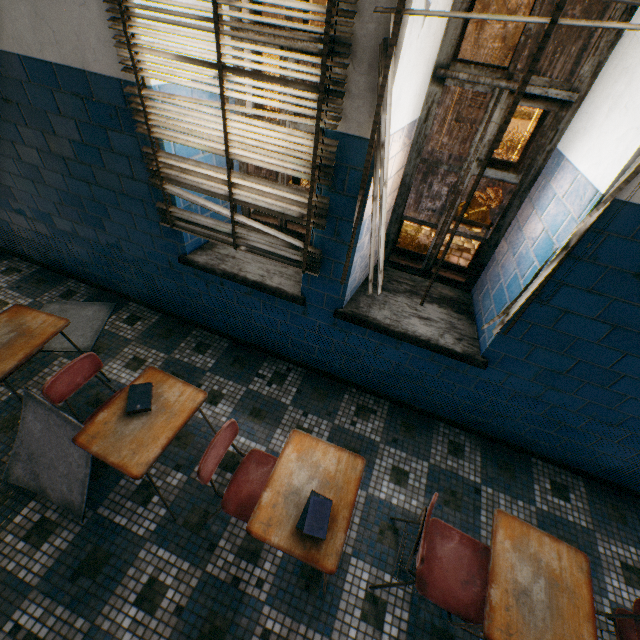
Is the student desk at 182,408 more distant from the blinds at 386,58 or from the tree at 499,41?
the tree at 499,41

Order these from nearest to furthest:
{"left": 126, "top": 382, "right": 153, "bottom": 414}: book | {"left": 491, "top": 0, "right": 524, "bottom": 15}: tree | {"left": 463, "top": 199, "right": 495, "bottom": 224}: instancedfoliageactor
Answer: {"left": 126, "top": 382, "right": 153, "bottom": 414}: book < {"left": 463, "top": 199, "right": 495, "bottom": 224}: instancedfoliageactor < {"left": 491, "top": 0, "right": 524, "bottom": 15}: tree

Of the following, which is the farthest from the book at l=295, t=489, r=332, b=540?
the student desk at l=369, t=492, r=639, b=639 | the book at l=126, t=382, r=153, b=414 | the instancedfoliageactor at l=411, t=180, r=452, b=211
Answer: the instancedfoliageactor at l=411, t=180, r=452, b=211

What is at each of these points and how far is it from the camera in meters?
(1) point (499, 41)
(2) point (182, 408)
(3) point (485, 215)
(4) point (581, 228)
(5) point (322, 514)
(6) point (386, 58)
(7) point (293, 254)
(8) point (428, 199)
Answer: (1) tree, 20.3 m
(2) student desk, 1.9 m
(3) instancedfoliageactor, 8.9 m
(4) blinds, 1.5 m
(5) book, 1.5 m
(6) blinds, 1.3 m
(7) blinds, 2.2 m
(8) instancedfoliageactor, 9.0 m

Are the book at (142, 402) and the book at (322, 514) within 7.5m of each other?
yes

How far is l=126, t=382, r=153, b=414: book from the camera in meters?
1.8 m

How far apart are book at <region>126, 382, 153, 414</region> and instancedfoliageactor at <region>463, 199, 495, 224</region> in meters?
8.8 m

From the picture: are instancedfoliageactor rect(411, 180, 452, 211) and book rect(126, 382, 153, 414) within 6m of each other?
no
